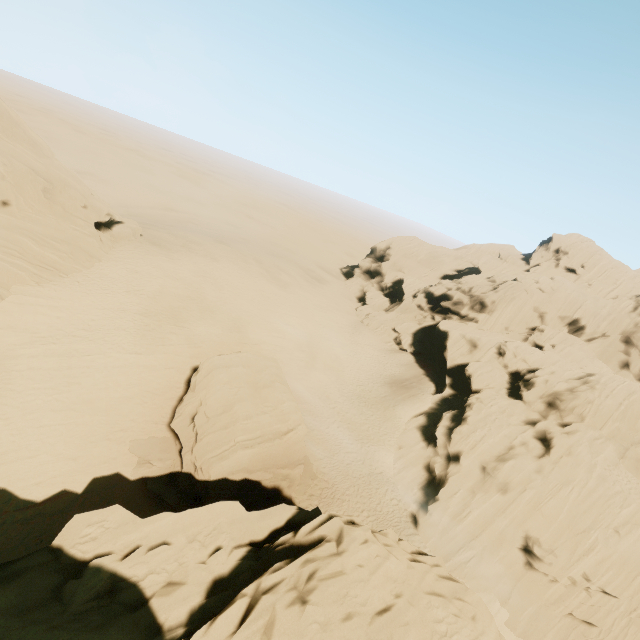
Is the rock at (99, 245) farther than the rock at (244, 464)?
Yes

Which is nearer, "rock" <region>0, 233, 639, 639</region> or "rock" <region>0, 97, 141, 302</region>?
"rock" <region>0, 233, 639, 639</region>

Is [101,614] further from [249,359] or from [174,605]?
[249,359]
